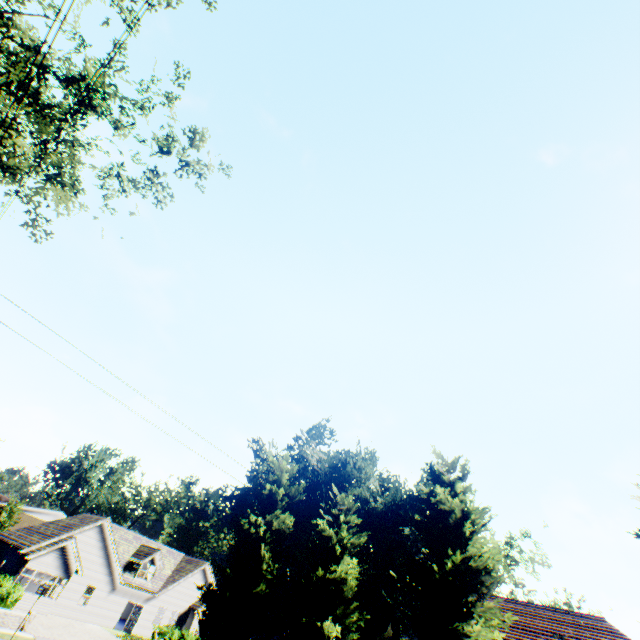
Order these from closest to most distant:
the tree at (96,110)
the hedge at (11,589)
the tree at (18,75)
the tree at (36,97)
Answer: the tree at (18,75) → the tree at (36,97) → the tree at (96,110) → the hedge at (11,589)

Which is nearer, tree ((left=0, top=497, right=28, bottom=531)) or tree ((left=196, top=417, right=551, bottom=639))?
tree ((left=196, top=417, right=551, bottom=639))

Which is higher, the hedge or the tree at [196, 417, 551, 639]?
the tree at [196, 417, 551, 639]

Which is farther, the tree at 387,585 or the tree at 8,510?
the tree at 8,510

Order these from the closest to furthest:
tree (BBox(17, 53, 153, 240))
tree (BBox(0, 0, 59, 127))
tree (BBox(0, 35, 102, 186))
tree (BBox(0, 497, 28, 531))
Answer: tree (BBox(0, 0, 59, 127)) → tree (BBox(0, 35, 102, 186)) → tree (BBox(17, 53, 153, 240)) → tree (BBox(0, 497, 28, 531))

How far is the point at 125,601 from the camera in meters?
33.5
